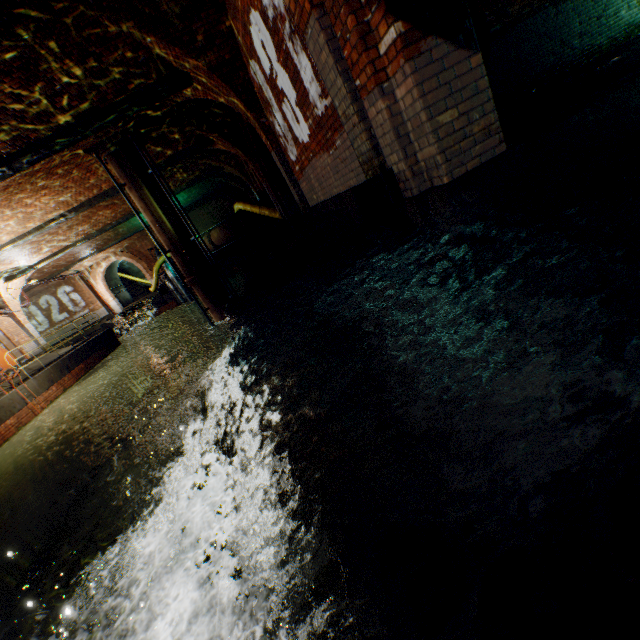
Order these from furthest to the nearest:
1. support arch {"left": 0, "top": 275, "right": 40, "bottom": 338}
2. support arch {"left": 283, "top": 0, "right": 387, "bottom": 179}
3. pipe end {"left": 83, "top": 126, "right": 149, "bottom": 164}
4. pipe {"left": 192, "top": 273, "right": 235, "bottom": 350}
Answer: support arch {"left": 0, "top": 275, "right": 40, "bottom": 338} → pipe {"left": 192, "top": 273, "right": 235, "bottom": 350} → pipe end {"left": 83, "top": 126, "right": 149, "bottom": 164} → support arch {"left": 283, "top": 0, "right": 387, "bottom": 179}

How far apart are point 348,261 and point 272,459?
8.1 meters

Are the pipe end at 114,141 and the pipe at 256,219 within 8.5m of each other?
yes

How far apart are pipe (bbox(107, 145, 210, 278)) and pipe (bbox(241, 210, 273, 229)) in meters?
5.6

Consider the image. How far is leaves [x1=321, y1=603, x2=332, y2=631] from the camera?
1.79m

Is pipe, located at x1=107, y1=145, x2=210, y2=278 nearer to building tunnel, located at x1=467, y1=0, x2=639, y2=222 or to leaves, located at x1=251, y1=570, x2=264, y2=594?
building tunnel, located at x1=467, y1=0, x2=639, y2=222

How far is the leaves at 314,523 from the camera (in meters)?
2.30

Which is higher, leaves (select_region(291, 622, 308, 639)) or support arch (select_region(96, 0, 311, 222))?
support arch (select_region(96, 0, 311, 222))
